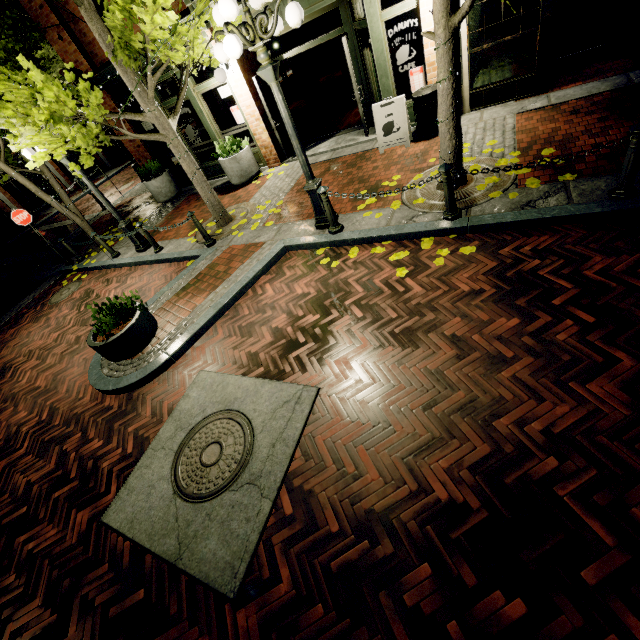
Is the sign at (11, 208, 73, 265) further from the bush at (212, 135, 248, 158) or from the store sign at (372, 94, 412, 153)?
the store sign at (372, 94, 412, 153)

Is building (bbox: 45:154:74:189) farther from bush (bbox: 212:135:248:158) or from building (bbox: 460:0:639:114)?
bush (bbox: 212:135:248:158)

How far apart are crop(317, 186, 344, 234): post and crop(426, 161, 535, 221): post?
1.62m

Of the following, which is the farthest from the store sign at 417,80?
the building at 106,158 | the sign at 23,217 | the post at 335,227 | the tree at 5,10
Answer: the building at 106,158

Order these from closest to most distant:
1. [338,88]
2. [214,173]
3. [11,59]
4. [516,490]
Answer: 1. [516,490]
2. [11,59]
3. [214,173]
4. [338,88]

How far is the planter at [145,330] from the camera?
5.1m

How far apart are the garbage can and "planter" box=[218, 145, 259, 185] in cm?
476

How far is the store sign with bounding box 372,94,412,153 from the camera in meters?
7.1
